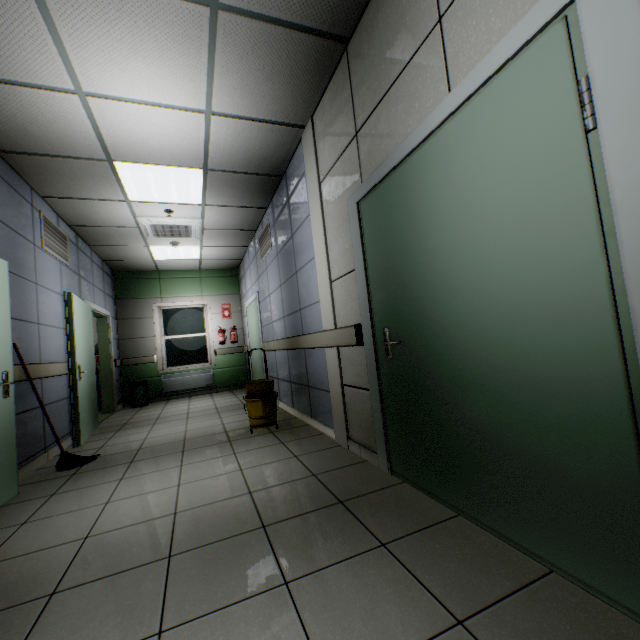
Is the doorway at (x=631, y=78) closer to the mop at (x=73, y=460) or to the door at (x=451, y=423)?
the door at (x=451, y=423)

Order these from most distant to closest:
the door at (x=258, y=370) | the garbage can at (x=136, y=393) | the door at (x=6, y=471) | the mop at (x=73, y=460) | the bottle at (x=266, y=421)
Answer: the garbage can at (x=136, y=393), the door at (x=258, y=370), the bottle at (x=266, y=421), the mop at (x=73, y=460), the door at (x=6, y=471)

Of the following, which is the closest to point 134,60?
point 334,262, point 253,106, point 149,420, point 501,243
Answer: point 253,106

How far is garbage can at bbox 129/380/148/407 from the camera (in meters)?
7.31

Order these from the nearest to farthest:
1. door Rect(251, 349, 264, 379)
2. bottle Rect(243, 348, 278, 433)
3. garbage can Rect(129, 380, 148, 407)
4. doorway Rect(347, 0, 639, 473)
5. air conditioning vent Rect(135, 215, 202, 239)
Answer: doorway Rect(347, 0, 639, 473) → bottle Rect(243, 348, 278, 433) → air conditioning vent Rect(135, 215, 202, 239) → door Rect(251, 349, 264, 379) → garbage can Rect(129, 380, 148, 407)

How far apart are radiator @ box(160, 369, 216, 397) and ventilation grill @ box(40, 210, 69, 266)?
3.7 meters

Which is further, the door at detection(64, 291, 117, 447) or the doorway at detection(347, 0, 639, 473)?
the door at detection(64, 291, 117, 447)

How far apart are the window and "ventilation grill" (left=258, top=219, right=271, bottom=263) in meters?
3.4
